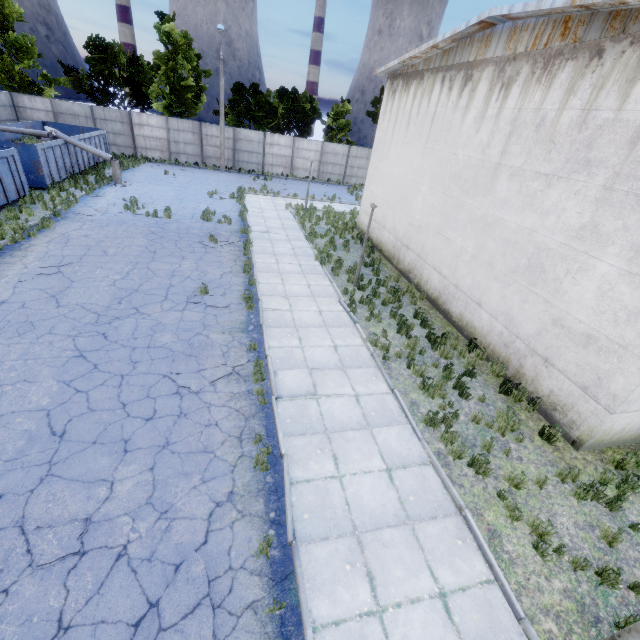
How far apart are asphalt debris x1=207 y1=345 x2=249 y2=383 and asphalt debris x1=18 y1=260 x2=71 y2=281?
6.13m

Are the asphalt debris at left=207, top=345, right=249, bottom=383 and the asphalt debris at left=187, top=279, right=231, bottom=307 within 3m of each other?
yes

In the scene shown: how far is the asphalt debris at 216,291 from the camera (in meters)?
10.35

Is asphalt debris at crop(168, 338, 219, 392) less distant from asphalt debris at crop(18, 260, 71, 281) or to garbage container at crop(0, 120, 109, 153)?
asphalt debris at crop(18, 260, 71, 281)

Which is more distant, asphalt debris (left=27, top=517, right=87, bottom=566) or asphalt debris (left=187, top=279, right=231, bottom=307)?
asphalt debris (left=187, top=279, right=231, bottom=307)

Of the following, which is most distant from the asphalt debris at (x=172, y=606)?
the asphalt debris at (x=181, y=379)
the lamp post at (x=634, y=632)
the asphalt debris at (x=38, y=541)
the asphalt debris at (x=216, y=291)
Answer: the asphalt debris at (x=216, y=291)

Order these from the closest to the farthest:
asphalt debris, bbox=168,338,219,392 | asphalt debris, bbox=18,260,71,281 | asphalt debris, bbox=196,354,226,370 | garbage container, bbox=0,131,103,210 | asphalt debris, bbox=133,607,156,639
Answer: asphalt debris, bbox=133,607,156,639
asphalt debris, bbox=168,338,219,392
asphalt debris, bbox=196,354,226,370
asphalt debris, bbox=18,260,71,281
garbage container, bbox=0,131,103,210

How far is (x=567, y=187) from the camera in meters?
7.7
